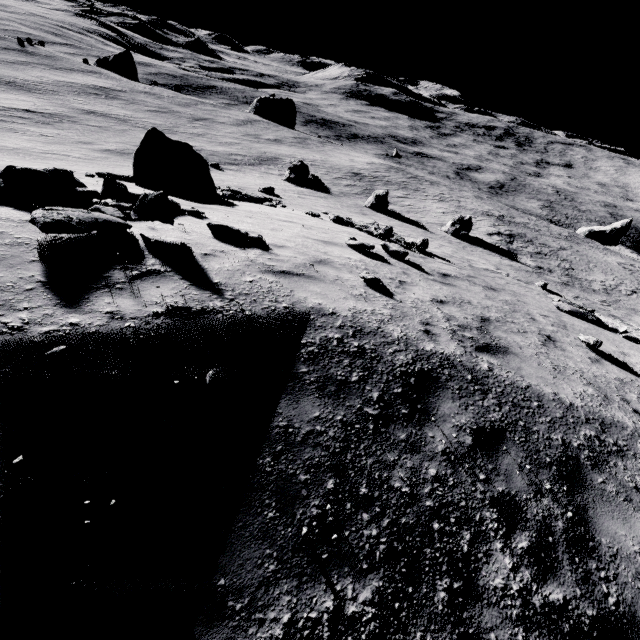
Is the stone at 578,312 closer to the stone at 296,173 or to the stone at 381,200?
the stone at 381,200

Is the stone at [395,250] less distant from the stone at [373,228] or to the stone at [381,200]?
the stone at [373,228]

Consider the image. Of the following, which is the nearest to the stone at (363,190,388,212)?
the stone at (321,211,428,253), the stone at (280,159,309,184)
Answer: the stone at (280,159,309,184)

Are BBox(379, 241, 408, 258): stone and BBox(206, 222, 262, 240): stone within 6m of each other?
yes

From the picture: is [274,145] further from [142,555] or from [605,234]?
[142,555]

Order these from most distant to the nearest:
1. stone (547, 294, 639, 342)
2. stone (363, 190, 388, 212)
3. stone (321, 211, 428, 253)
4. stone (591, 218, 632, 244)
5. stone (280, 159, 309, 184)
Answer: stone (591, 218, 632, 244) → stone (280, 159, 309, 184) → stone (363, 190, 388, 212) → stone (321, 211, 428, 253) → stone (547, 294, 639, 342)

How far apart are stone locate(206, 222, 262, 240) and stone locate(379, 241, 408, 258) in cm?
536

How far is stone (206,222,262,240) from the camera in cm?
686
